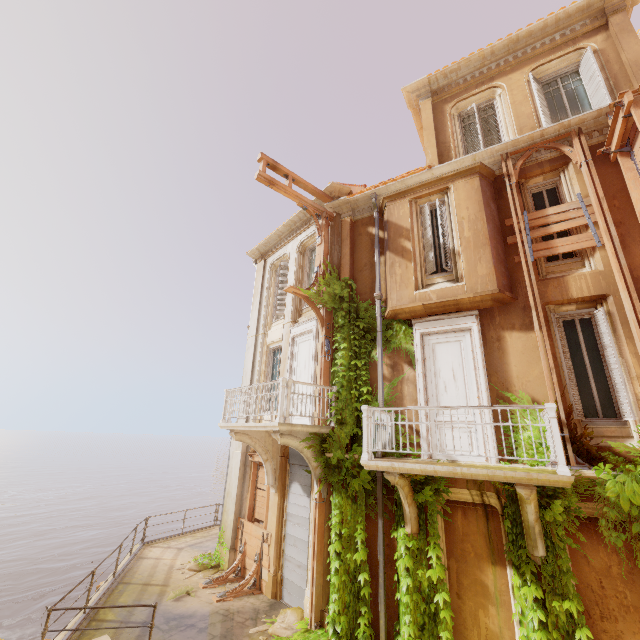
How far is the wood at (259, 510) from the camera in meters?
10.7 m

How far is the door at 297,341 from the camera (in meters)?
10.65

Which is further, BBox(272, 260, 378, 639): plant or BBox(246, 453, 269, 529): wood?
BBox(246, 453, 269, 529): wood

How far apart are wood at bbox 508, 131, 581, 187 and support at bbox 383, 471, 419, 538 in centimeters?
801cm

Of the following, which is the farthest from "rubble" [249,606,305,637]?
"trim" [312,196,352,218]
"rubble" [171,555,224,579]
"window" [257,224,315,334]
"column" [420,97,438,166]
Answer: "column" [420,97,438,166]

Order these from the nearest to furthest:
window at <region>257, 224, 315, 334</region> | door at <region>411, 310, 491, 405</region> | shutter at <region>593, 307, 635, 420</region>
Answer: shutter at <region>593, 307, 635, 420</region> < door at <region>411, 310, 491, 405</region> < window at <region>257, 224, 315, 334</region>

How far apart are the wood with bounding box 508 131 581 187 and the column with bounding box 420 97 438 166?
1.9m

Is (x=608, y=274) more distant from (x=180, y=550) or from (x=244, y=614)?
(x=180, y=550)
